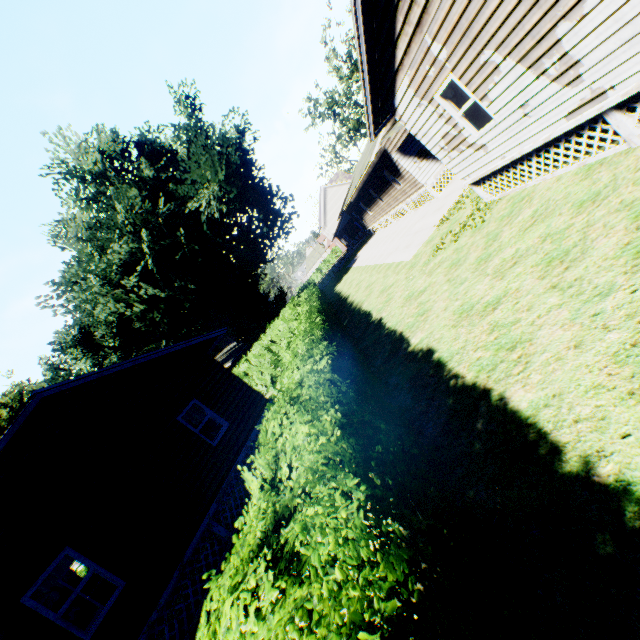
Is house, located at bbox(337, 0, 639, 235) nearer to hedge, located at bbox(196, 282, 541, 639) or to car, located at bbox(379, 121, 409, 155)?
car, located at bbox(379, 121, 409, 155)

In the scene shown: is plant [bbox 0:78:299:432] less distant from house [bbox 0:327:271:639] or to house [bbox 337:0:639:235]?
house [bbox 0:327:271:639]

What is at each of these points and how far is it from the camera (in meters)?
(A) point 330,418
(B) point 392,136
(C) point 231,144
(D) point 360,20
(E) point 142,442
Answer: (A) hedge, 3.28
(B) car, 16.78
(C) plant, 25.69
(D) house, 7.22
(E) house, 9.55

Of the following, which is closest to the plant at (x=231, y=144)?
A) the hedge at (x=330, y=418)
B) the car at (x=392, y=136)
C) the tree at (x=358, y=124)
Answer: the tree at (x=358, y=124)

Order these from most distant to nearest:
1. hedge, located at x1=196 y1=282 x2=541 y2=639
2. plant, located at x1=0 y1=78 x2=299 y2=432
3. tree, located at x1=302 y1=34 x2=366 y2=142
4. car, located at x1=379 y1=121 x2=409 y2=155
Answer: tree, located at x1=302 y1=34 x2=366 y2=142 → plant, located at x1=0 y1=78 x2=299 y2=432 → car, located at x1=379 y1=121 x2=409 y2=155 → hedge, located at x1=196 y1=282 x2=541 y2=639

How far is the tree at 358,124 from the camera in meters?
36.3 m

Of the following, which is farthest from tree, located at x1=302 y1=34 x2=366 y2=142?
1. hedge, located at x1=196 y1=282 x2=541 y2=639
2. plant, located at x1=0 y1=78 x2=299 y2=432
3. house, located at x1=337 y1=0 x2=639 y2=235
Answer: hedge, located at x1=196 y1=282 x2=541 y2=639

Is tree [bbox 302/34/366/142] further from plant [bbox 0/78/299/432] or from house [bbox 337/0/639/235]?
house [bbox 337/0/639/235]
